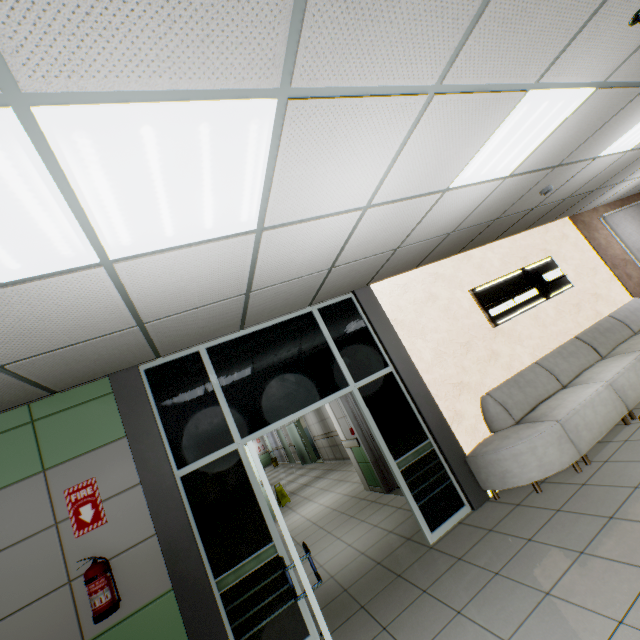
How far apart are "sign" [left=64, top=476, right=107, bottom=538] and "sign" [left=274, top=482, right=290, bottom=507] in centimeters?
722cm

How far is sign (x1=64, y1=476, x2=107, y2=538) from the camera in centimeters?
298cm

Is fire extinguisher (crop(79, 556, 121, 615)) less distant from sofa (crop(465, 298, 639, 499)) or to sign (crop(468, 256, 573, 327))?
sofa (crop(465, 298, 639, 499))

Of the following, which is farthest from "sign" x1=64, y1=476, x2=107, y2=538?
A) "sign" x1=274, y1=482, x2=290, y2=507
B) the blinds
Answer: the blinds

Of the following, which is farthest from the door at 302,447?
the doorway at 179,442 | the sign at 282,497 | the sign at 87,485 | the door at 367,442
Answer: the sign at 87,485

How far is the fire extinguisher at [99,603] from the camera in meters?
2.7 m

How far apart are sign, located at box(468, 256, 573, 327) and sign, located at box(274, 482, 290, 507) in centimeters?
767cm

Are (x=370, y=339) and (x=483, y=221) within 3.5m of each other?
yes
